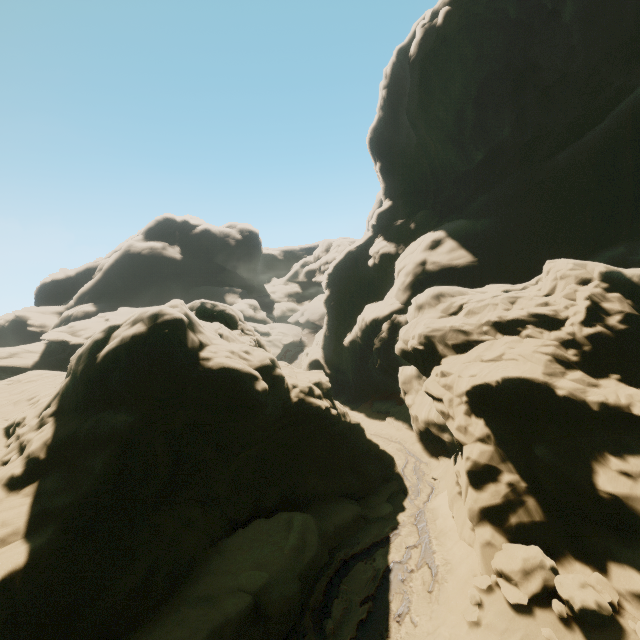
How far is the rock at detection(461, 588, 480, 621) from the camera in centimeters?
968cm

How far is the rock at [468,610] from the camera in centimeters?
968cm

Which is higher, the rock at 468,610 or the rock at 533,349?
the rock at 533,349

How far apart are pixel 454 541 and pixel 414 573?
2.0 meters

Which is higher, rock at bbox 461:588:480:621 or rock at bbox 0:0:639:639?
rock at bbox 0:0:639:639
